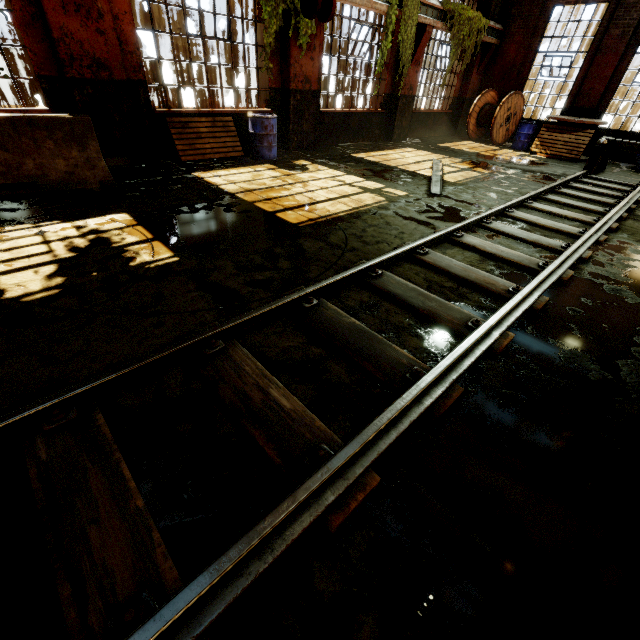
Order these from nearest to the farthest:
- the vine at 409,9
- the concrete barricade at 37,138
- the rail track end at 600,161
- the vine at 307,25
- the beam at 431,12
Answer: the concrete barricade at 37,138 < the vine at 307,25 < the rail track end at 600,161 < the vine at 409,9 < the beam at 431,12

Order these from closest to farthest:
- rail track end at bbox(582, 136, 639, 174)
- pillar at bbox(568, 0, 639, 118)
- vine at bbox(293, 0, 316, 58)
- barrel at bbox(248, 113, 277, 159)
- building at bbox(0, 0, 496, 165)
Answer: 1. building at bbox(0, 0, 496, 165)
2. vine at bbox(293, 0, 316, 58)
3. barrel at bbox(248, 113, 277, 159)
4. rail track end at bbox(582, 136, 639, 174)
5. pillar at bbox(568, 0, 639, 118)

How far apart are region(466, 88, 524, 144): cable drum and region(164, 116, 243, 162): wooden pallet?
10.7 meters

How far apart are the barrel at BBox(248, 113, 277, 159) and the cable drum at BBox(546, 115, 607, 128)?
10.21m

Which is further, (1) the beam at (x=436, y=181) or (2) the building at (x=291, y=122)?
(1) the beam at (x=436, y=181)

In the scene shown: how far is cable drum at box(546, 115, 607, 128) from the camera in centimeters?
1089cm

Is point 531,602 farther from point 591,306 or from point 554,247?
point 554,247

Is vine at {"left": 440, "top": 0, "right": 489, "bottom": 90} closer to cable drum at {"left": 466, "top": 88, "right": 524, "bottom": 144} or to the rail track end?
cable drum at {"left": 466, "top": 88, "right": 524, "bottom": 144}
